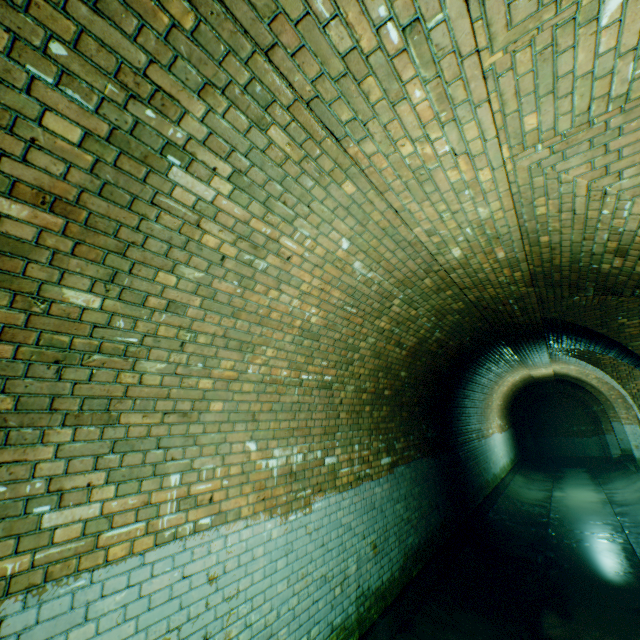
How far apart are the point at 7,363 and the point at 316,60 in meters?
2.2 m
